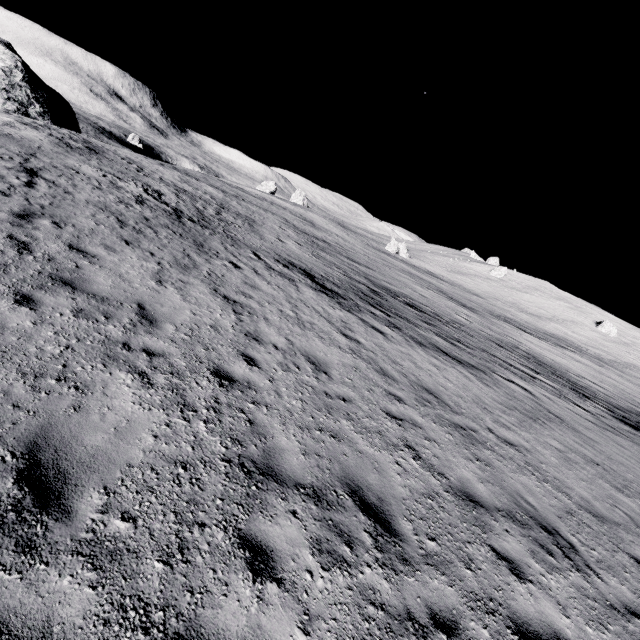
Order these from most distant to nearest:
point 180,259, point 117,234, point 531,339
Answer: point 531,339 → point 180,259 → point 117,234
